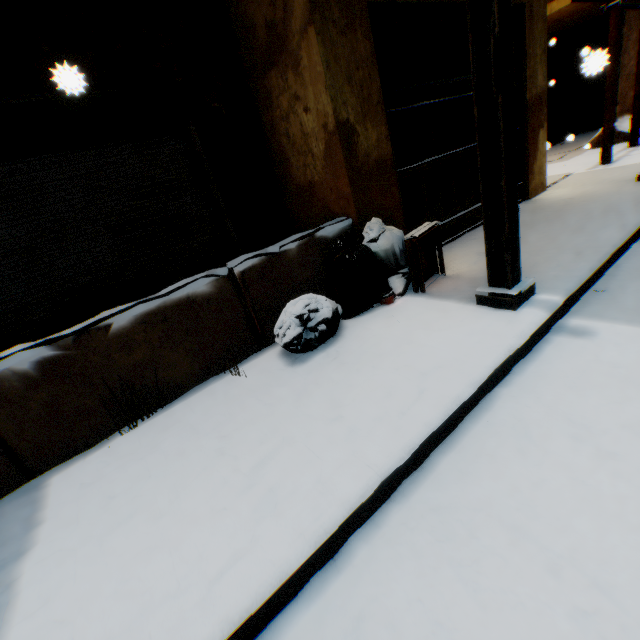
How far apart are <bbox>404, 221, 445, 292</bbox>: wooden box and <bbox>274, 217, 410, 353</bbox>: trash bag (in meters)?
0.08

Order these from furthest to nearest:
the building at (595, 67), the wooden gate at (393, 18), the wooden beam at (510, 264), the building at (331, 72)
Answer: the wooden gate at (393, 18) → the building at (331, 72) → the building at (595, 67) → the wooden beam at (510, 264)

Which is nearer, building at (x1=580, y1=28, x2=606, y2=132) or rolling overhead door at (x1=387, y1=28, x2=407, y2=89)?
building at (x1=580, y1=28, x2=606, y2=132)

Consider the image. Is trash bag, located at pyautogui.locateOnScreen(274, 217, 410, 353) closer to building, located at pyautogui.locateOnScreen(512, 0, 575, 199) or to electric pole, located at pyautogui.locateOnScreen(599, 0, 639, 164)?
building, located at pyautogui.locateOnScreen(512, 0, 575, 199)

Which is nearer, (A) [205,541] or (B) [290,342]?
(A) [205,541]

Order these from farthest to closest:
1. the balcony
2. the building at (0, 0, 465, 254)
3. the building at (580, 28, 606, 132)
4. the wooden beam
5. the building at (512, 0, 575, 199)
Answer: the balcony, the building at (512, 0, 575, 199), the building at (0, 0, 465, 254), the building at (580, 28, 606, 132), the wooden beam

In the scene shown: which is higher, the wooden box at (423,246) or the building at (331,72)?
the building at (331,72)

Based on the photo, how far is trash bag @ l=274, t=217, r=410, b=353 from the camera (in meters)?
2.82
